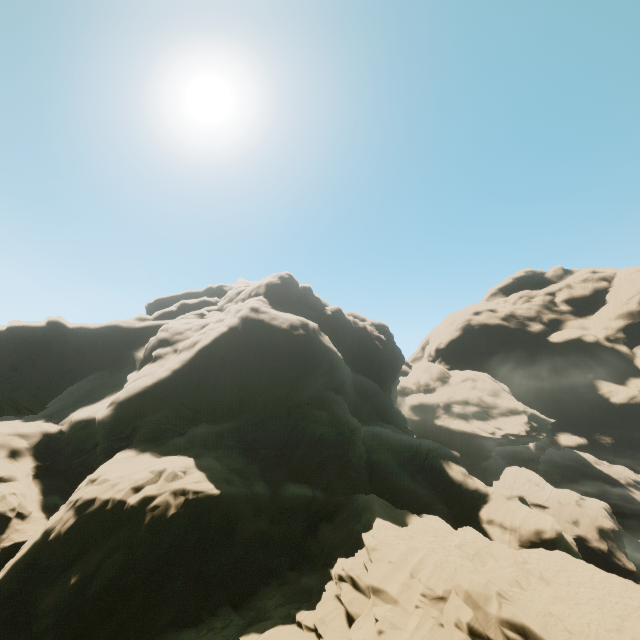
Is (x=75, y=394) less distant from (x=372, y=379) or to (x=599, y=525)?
(x=372, y=379)
